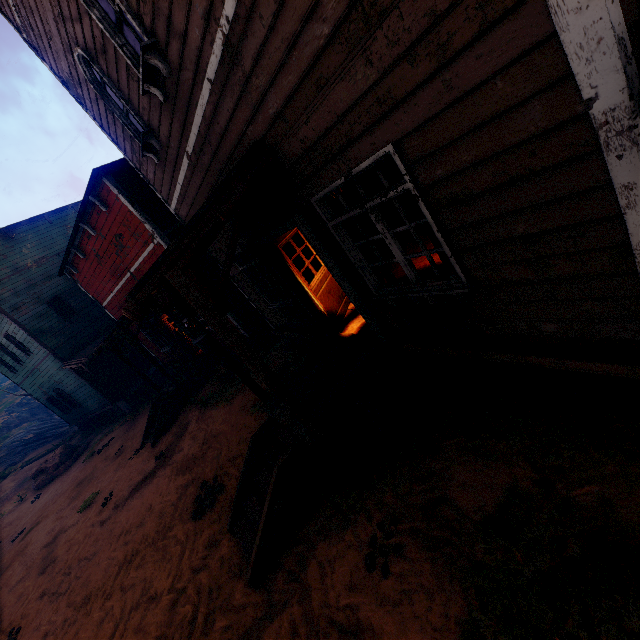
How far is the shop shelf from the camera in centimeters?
1001cm

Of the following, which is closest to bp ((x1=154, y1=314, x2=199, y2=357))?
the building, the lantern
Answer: the building

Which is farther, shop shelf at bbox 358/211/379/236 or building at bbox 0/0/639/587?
shop shelf at bbox 358/211/379/236

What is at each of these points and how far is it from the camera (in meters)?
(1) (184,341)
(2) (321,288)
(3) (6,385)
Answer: (1) bp, 13.84
(2) bp, 6.54
(3) z, 42.06

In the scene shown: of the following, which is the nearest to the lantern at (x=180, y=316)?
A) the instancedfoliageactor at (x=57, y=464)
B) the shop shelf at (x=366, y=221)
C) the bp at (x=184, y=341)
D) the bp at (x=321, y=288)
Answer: the bp at (x=321, y=288)

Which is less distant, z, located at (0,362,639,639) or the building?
the building

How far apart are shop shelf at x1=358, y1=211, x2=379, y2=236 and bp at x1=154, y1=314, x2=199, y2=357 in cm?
759

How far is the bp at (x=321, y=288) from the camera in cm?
615
